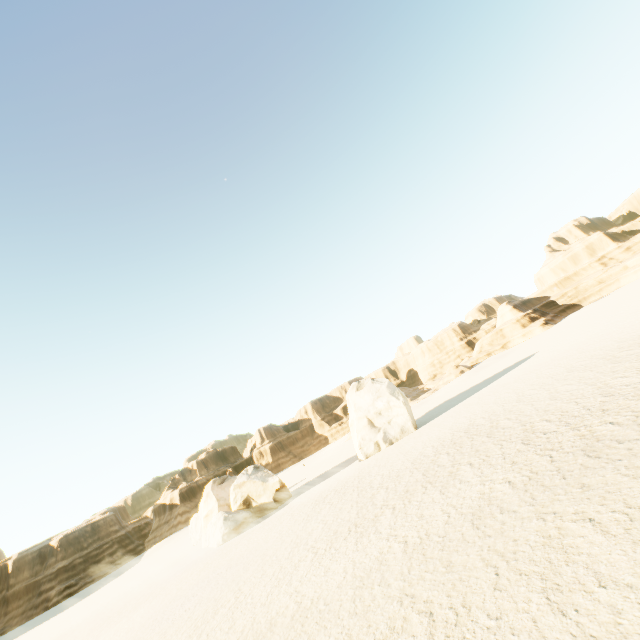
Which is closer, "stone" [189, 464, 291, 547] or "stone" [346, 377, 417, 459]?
"stone" [189, 464, 291, 547]

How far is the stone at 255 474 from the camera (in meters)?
29.23

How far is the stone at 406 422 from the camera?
31.3m

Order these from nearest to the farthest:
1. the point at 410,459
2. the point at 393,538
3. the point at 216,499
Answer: the point at 393,538 → the point at 410,459 → the point at 216,499

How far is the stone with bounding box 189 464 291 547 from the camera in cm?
2923

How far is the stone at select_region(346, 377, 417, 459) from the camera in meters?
31.3 m
